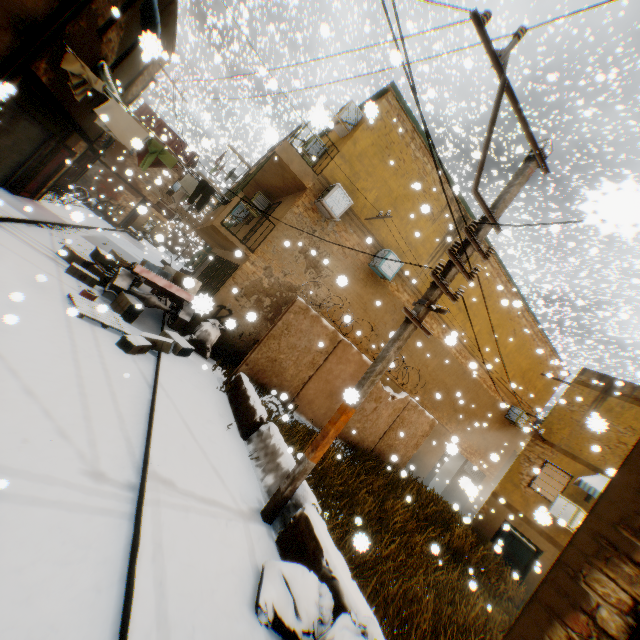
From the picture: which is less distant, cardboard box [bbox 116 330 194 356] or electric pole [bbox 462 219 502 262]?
electric pole [bbox 462 219 502 262]

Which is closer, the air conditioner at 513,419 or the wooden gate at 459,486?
the wooden gate at 459,486

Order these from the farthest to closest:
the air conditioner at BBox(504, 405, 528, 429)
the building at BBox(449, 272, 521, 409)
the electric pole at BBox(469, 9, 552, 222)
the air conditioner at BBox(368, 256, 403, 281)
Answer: the air conditioner at BBox(504, 405, 528, 429)
the building at BBox(449, 272, 521, 409)
the air conditioner at BBox(368, 256, 403, 281)
the electric pole at BBox(469, 9, 552, 222)

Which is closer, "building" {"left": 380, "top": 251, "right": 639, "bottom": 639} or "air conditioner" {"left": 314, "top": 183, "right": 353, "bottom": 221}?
"building" {"left": 380, "top": 251, "right": 639, "bottom": 639}

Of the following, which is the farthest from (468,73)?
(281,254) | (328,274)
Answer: (281,254)

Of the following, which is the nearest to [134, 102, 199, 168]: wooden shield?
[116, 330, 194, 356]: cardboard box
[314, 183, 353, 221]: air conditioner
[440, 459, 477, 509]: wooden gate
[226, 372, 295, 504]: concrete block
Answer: [116, 330, 194, 356]: cardboard box

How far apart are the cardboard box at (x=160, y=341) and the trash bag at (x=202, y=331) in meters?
0.2 m

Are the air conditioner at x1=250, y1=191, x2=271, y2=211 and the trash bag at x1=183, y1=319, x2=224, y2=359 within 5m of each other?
no
